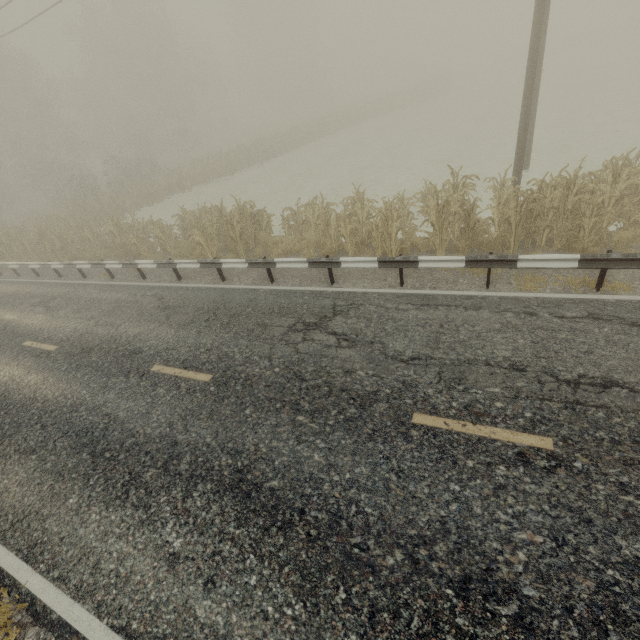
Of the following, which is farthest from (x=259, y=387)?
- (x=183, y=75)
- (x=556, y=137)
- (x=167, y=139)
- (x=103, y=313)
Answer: (x=183, y=75)

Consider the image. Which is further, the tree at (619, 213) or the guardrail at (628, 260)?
the tree at (619, 213)

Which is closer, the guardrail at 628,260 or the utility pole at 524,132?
the guardrail at 628,260

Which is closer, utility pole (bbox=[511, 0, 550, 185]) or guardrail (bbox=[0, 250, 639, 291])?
guardrail (bbox=[0, 250, 639, 291])

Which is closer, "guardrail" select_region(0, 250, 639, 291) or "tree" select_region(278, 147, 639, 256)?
"guardrail" select_region(0, 250, 639, 291)

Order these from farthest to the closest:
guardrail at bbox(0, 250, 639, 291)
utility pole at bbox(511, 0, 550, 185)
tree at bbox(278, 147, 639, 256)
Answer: utility pole at bbox(511, 0, 550, 185), tree at bbox(278, 147, 639, 256), guardrail at bbox(0, 250, 639, 291)

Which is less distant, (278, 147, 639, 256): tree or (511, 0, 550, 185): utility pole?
(278, 147, 639, 256): tree

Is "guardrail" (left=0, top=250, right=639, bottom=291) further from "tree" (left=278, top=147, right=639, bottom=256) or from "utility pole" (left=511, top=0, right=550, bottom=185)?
"utility pole" (left=511, top=0, right=550, bottom=185)
